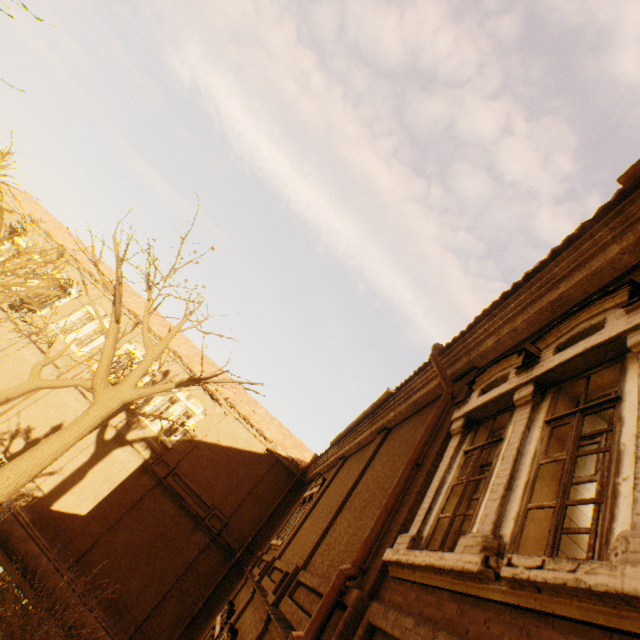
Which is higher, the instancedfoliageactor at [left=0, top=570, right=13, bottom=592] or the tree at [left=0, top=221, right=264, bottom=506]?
the tree at [left=0, top=221, right=264, bottom=506]

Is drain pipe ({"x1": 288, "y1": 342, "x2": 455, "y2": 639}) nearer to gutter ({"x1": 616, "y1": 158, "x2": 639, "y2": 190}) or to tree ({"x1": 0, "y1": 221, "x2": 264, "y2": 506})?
gutter ({"x1": 616, "y1": 158, "x2": 639, "y2": 190})

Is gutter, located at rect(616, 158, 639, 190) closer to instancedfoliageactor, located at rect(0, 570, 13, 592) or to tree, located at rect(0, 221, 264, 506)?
tree, located at rect(0, 221, 264, 506)

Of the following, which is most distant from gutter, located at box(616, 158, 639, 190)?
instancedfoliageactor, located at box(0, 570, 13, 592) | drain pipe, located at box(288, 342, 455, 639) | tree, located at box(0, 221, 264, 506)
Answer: instancedfoliageactor, located at box(0, 570, 13, 592)

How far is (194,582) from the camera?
15.1 meters

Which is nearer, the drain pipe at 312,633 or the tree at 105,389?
the drain pipe at 312,633

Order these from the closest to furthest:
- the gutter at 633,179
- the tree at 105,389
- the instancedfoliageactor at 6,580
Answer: the gutter at 633,179 < the tree at 105,389 < the instancedfoliageactor at 6,580

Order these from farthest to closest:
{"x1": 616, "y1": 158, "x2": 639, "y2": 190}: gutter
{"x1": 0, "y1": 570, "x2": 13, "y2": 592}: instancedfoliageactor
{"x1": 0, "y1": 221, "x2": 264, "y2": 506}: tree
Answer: {"x1": 0, "y1": 570, "x2": 13, "y2": 592}: instancedfoliageactor → {"x1": 0, "y1": 221, "x2": 264, "y2": 506}: tree → {"x1": 616, "y1": 158, "x2": 639, "y2": 190}: gutter
